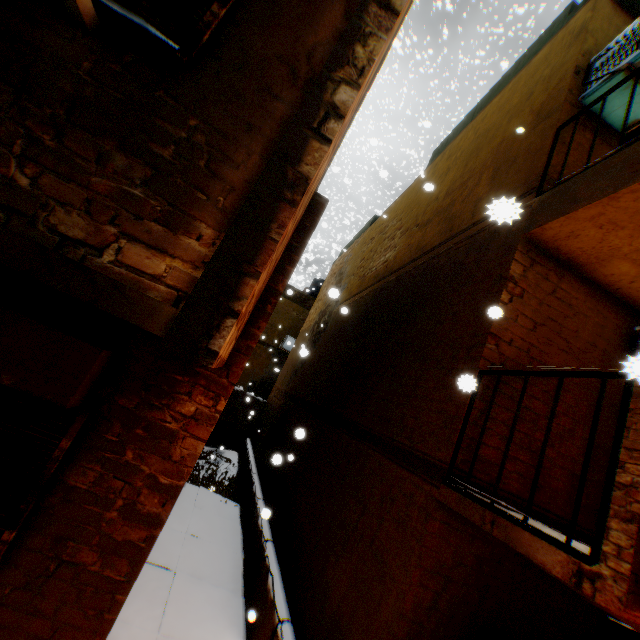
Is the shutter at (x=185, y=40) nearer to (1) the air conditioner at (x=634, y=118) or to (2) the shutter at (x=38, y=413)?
(2) the shutter at (x=38, y=413)

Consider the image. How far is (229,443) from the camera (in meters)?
14.89

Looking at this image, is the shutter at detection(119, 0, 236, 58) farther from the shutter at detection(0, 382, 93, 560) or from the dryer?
the shutter at detection(0, 382, 93, 560)

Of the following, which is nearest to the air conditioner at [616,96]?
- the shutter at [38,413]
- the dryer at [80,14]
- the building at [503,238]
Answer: the building at [503,238]

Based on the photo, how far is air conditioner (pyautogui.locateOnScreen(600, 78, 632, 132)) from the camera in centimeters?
395cm

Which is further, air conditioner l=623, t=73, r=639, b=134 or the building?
air conditioner l=623, t=73, r=639, b=134

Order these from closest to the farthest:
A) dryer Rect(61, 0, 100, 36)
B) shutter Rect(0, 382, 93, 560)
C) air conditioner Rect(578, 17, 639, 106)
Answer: dryer Rect(61, 0, 100, 36) < shutter Rect(0, 382, 93, 560) < air conditioner Rect(578, 17, 639, 106)

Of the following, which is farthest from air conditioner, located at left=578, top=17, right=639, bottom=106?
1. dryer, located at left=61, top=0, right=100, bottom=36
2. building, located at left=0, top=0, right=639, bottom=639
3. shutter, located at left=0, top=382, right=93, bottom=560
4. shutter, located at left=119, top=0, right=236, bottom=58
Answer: shutter, located at left=0, top=382, right=93, bottom=560
